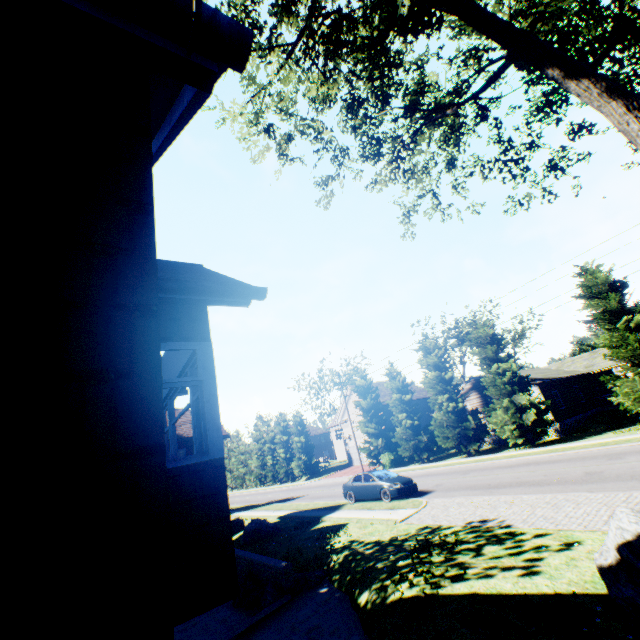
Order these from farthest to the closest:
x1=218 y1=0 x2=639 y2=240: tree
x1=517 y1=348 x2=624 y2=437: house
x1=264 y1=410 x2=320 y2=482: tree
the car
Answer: x1=264 y1=410 x2=320 y2=482: tree → x1=517 y1=348 x2=624 y2=437: house → the car → x1=218 y1=0 x2=639 y2=240: tree

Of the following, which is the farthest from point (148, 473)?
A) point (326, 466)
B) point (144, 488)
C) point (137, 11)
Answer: point (326, 466)

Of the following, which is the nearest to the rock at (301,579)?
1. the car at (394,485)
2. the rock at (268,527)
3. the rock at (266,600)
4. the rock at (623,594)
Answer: the rock at (266,600)

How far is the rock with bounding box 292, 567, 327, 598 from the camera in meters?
10.1

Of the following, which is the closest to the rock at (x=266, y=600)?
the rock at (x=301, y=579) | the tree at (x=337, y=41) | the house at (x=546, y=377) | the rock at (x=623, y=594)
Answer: the rock at (x=301, y=579)

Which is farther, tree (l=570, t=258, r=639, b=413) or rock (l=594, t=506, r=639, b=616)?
tree (l=570, t=258, r=639, b=413)

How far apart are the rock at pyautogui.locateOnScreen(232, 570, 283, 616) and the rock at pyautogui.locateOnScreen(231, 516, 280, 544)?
5.8m
